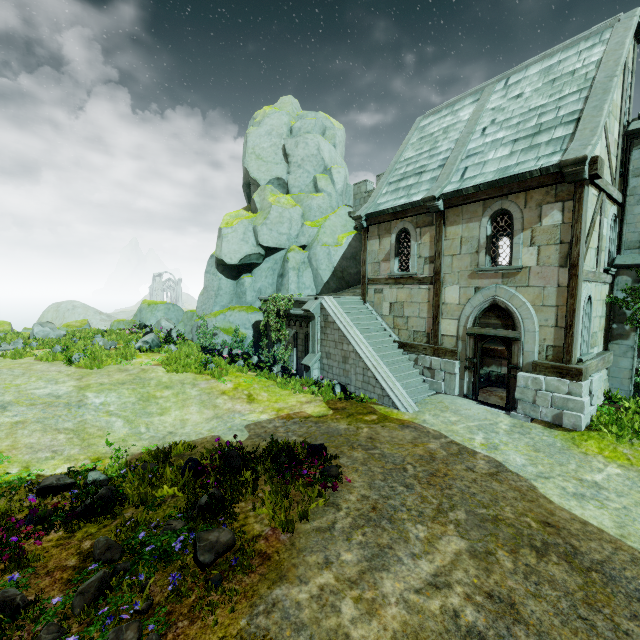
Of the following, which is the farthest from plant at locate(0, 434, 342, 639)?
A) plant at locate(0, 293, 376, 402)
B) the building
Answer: plant at locate(0, 293, 376, 402)

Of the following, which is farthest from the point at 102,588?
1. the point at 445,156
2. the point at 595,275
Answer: the point at 445,156

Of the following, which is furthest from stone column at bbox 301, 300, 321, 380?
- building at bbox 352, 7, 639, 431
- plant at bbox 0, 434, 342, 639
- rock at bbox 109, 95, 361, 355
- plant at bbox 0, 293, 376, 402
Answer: plant at bbox 0, 434, 342, 639

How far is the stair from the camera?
11.6 meters

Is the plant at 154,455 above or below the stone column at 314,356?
below

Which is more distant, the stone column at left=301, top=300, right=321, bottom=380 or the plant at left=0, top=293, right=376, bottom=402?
the stone column at left=301, top=300, right=321, bottom=380

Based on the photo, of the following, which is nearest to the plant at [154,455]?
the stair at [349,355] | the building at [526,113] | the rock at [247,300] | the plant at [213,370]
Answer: the stair at [349,355]

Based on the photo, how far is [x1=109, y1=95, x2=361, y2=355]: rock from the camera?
20.2m
